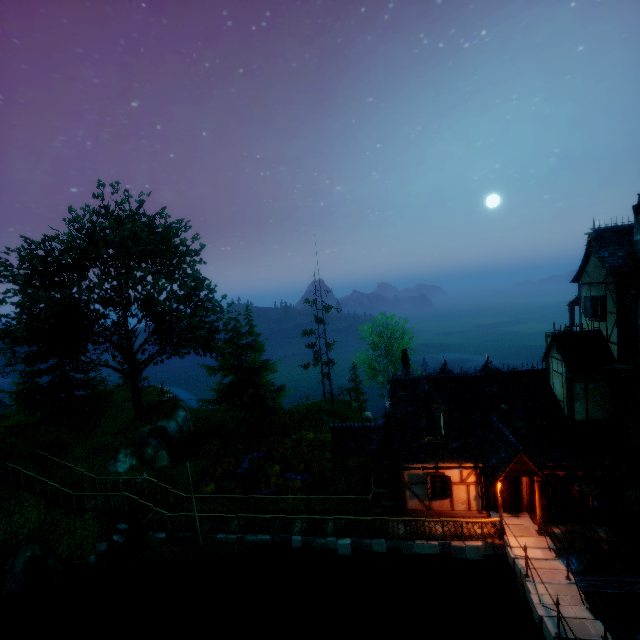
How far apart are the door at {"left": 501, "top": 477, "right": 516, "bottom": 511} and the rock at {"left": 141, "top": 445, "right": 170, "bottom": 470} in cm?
2223

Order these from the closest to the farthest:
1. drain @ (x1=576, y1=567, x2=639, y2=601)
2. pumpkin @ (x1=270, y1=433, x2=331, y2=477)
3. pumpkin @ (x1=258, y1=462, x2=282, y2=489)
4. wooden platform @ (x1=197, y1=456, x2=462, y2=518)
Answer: drain @ (x1=576, y1=567, x2=639, y2=601) → wooden platform @ (x1=197, y1=456, x2=462, y2=518) → pumpkin @ (x1=258, y1=462, x2=282, y2=489) → pumpkin @ (x1=270, y1=433, x2=331, y2=477)

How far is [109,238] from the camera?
22.8 meters

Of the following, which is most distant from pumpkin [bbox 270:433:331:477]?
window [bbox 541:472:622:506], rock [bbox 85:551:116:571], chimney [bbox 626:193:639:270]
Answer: chimney [bbox 626:193:639:270]

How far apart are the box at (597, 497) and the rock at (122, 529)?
22.9m

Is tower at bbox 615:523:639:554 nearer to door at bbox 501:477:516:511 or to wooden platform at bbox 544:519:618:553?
wooden platform at bbox 544:519:618:553

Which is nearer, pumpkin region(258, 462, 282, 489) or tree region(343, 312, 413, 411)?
pumpkin region(258, 462, 282, 489)

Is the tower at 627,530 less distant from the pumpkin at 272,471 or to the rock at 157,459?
the pumpkin at 272,471
